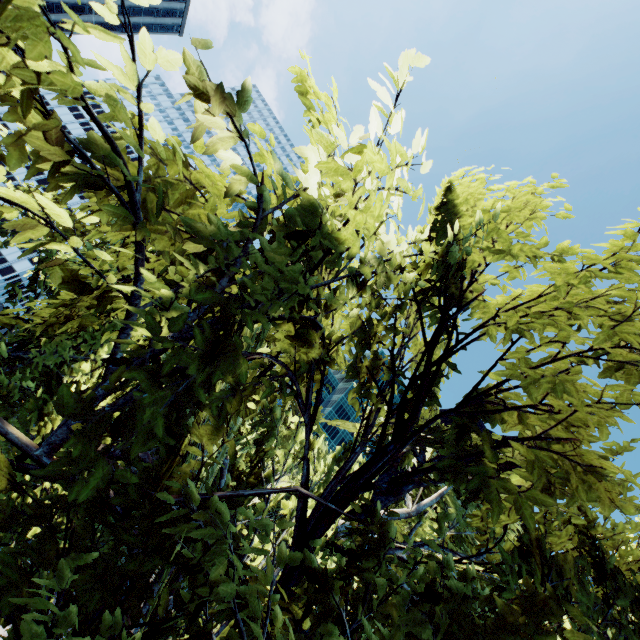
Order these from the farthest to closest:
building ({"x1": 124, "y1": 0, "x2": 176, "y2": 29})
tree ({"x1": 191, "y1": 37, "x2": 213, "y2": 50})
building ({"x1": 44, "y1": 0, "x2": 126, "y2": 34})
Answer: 1. building ({"x1": 124, "y1": 0, "x2": 176, "y2": 29})
2. building ({"x1": 44, "y1": 0, "x2": 126, "y2": 34})
3. tree ({"x1": 191, "y1": 37, "x2": 213, "y2": 50})

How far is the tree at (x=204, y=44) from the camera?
1.9m

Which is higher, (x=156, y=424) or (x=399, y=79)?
(x=399, y=79)

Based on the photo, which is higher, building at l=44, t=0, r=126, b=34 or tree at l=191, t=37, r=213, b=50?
building at l=44, t=0, r=126, b=34

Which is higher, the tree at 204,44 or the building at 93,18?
the building at 93,18

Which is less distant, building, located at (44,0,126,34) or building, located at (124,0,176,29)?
building, located at (44,0,126,34)

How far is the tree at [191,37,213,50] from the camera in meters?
1.9 m

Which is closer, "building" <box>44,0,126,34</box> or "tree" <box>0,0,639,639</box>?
"tree" <box>0,0,639,639</box>
